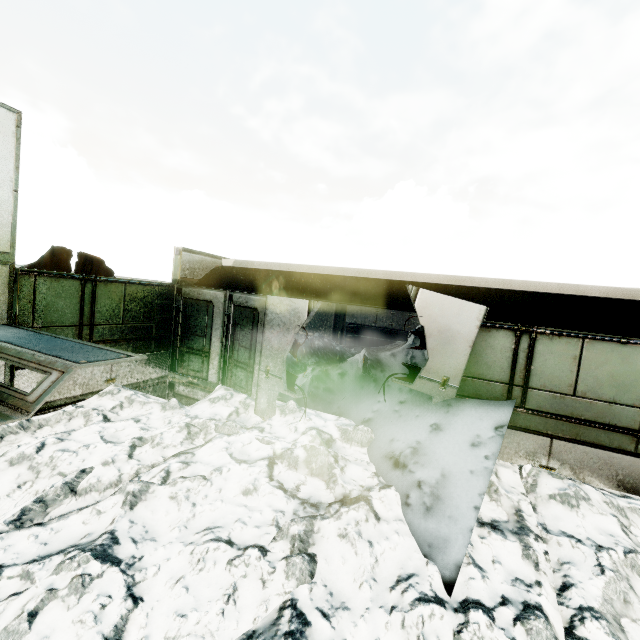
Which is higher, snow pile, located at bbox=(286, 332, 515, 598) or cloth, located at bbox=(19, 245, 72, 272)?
cloth, located at bbox=(19, 245, 72, 272)

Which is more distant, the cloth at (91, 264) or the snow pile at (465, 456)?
the cloth at (91, 264)

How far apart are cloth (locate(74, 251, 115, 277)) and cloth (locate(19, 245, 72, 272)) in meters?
0.1 m

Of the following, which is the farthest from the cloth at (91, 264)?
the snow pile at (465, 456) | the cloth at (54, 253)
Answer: the snow pile at (465, 456)

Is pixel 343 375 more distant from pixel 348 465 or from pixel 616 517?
pixel 616 517

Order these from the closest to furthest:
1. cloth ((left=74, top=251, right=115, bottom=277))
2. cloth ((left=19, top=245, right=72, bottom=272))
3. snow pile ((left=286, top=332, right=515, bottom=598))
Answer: snow pile ((left=286, top=332, right=515, bottom=598)), cloth ((left=19, top=245, right=72, bottom=272)), cloth ((left=74, top=251, right=115, bottom=277))

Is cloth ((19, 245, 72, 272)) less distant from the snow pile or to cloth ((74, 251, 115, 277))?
cloth ((74, 251, 115, 277))
